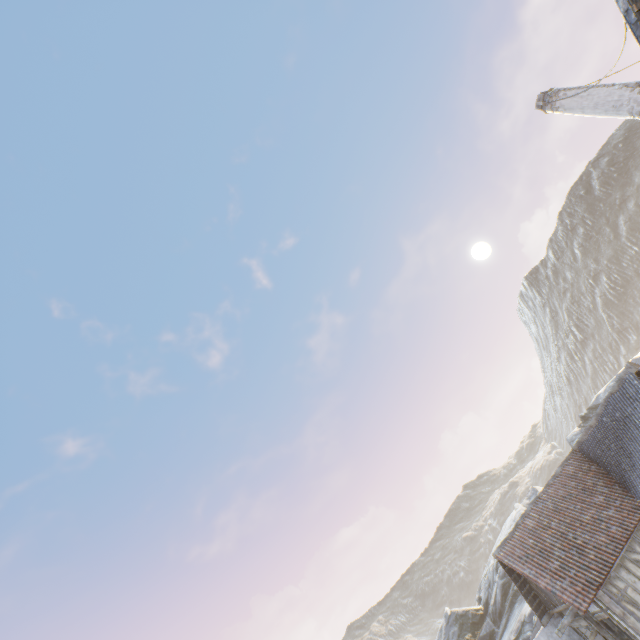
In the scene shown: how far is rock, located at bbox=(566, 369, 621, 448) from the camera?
29.7 meters

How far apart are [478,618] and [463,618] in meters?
1.4

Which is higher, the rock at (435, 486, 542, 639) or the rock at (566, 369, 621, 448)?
the rock at (566, 369, 621, 448)

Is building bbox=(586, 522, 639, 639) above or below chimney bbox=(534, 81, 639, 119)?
below

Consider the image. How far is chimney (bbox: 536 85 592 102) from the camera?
10.6 meters

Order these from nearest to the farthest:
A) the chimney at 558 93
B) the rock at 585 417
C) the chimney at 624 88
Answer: the chimney at 624 88 < the chimney at 558 93 < the rock at 585 417

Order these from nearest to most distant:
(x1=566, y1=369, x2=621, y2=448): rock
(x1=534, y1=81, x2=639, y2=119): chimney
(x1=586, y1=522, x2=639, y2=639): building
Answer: (x1=534, y1=81, x2=639, y2=119): chimney
(x1=586, y1=522, x2=639, y2=639): building
(x1=566, y1=369, x2=621, y2=448): rock

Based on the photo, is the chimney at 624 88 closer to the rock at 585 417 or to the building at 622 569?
the rock at 585 417
